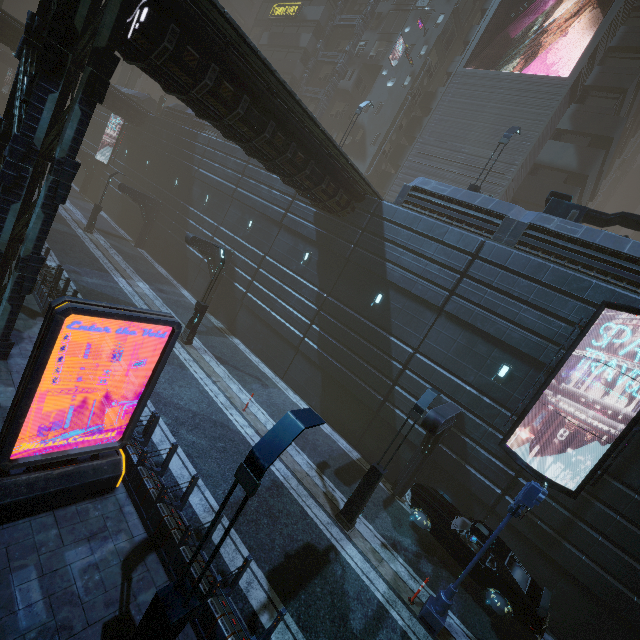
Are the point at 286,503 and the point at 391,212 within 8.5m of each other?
no

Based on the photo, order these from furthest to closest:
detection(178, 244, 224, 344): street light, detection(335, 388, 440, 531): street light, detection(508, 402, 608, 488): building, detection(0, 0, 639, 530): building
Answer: detection(178, 244, 224, 344): street light
detection(508, 402, 608, 488): building
detection(335, 388, 440, 531): street light
detection(0, 0, 639, 530): building

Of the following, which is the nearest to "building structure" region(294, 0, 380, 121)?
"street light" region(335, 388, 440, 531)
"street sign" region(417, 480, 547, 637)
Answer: "street light" region(335, 388, 440, 531)

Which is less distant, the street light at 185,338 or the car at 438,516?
the car at 438,516

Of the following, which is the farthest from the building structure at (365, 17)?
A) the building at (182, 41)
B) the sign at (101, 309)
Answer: the sign at (101, 309)

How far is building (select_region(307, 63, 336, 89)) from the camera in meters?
37.8
